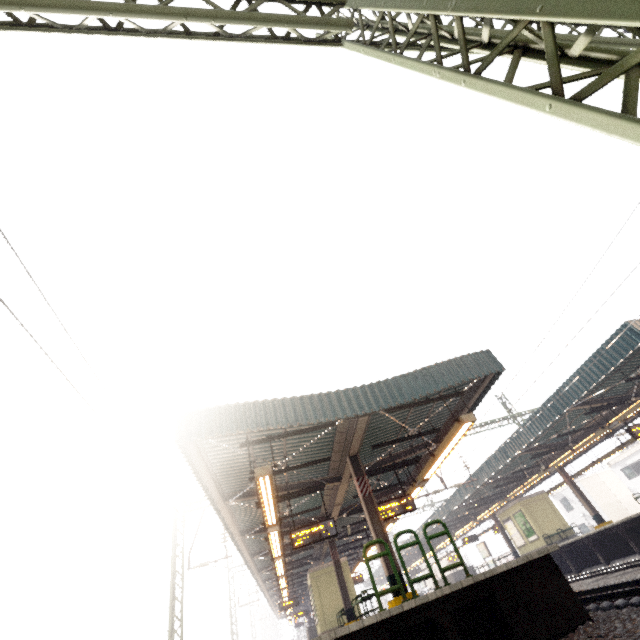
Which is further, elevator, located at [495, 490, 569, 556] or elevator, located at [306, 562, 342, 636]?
elevator, located at [495, 490, 569, 556]

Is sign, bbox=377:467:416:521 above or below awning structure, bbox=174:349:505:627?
below

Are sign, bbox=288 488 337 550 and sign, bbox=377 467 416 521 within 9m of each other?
yes

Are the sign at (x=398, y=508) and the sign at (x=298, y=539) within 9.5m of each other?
yes

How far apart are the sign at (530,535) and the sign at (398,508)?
16.5m

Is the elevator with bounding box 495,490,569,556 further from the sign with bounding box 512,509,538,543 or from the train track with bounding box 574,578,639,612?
the train track with bounding box 574,578,639,612

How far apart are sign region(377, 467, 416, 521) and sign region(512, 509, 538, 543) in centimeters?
1649cm

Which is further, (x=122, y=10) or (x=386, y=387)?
(x=386, y=387)
